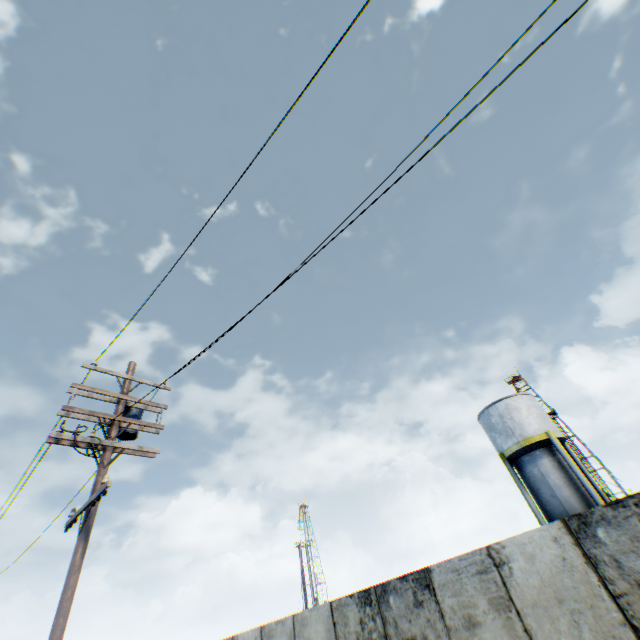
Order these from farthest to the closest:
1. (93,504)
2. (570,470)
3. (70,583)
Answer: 1. (570,470)
2. (93,504)
3. (70,583)

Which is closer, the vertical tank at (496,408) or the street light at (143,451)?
the street light at (143,451)

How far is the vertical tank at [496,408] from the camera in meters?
18.0

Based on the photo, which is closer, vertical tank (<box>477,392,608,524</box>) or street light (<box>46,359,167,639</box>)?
street light (<box>46,359,167,639</box>)

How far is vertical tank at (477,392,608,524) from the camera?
18.0m
